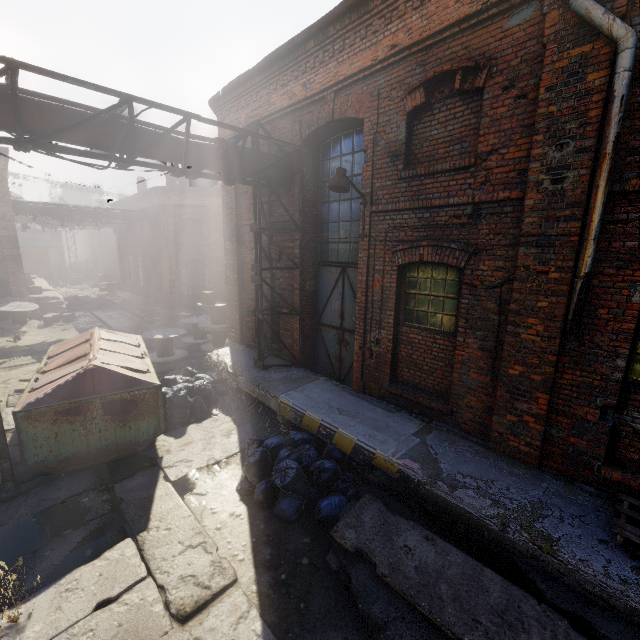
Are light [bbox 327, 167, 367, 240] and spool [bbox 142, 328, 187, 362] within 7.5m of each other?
no

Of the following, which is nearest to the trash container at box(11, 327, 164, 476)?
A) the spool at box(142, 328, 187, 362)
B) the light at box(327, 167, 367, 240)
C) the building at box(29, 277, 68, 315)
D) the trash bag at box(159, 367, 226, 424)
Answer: the trash bag at box(159, 367, 226, 424)

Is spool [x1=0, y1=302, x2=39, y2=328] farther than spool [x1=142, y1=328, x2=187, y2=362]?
Yes

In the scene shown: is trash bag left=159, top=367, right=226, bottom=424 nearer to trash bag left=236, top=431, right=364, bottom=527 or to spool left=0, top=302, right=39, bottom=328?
trash bag left=236, top=431, right=364, bottom=527

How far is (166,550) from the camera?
4.4 meters

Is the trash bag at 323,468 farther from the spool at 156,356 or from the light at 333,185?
the spool at 156,356

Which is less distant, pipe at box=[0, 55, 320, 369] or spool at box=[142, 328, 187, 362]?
pipe at box=[0, 55, 320, 369]

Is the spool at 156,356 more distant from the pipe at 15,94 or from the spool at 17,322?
the spool at 17,322
